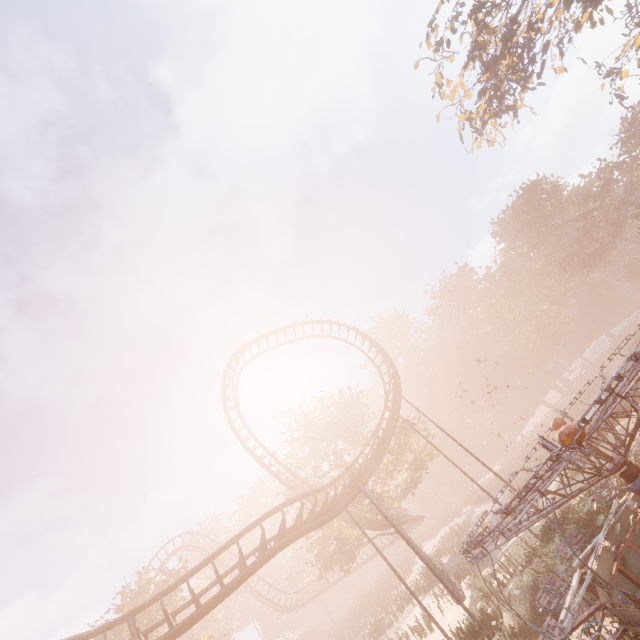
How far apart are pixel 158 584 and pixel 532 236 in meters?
70.0 m

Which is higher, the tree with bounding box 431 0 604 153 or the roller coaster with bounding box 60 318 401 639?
the tree with bounding box 431 0 604 153

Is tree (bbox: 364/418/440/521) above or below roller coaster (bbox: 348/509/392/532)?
above

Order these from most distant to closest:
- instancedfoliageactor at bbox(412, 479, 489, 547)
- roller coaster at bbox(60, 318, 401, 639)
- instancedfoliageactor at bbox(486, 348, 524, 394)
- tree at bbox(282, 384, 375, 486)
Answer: instancedfoliageactor at bbox(486, 348, 524, 394), instancedfoliageactor at bbox(412, 479, 489, 547), tree at bbox(282, 384, 375, 486), roller coaster at bbox(60, 318, 401, 639)

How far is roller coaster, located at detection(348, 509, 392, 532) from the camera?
25.0m

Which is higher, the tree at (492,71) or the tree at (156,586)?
the tree at (492,71)

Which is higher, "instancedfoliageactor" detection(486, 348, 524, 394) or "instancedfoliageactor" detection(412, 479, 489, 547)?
"instancedfoliageactor" detection(486, 348, 524, 394)

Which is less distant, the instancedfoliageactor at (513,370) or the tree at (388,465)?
the tree at (388,465)
